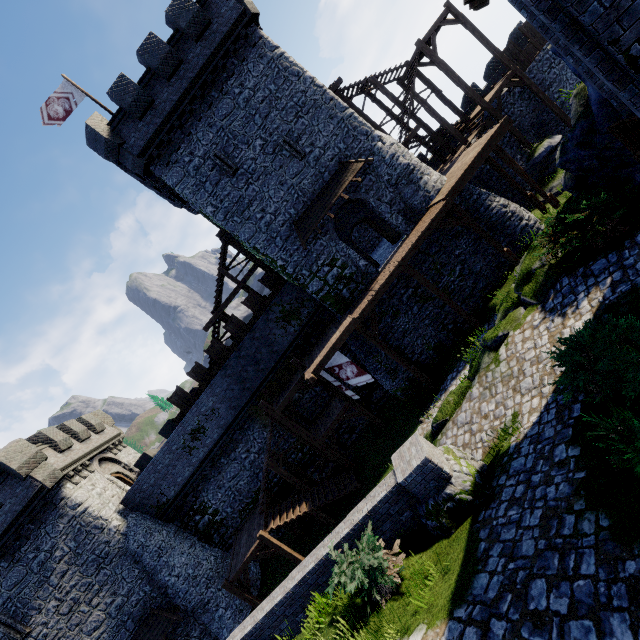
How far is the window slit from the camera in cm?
1786

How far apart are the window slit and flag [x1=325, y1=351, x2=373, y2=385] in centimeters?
1130cm

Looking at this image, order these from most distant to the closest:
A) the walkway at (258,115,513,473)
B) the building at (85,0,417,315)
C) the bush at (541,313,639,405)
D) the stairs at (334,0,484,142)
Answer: the stairs at (334,0,484,142) → the building at (85,0,417,315) → the walkway at (258,115,513,473) → the bush at (541,313,639,405)

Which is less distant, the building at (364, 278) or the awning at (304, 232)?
the building at (364, 278)

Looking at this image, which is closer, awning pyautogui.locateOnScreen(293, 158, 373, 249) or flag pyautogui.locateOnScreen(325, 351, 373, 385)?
flag pyautogui.locateOnScreen(325, 351, 373, 385)

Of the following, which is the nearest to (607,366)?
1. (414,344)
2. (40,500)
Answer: (414,344)

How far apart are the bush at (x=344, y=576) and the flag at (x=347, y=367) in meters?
9.2

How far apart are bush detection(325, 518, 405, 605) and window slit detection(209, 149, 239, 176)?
17.4m
